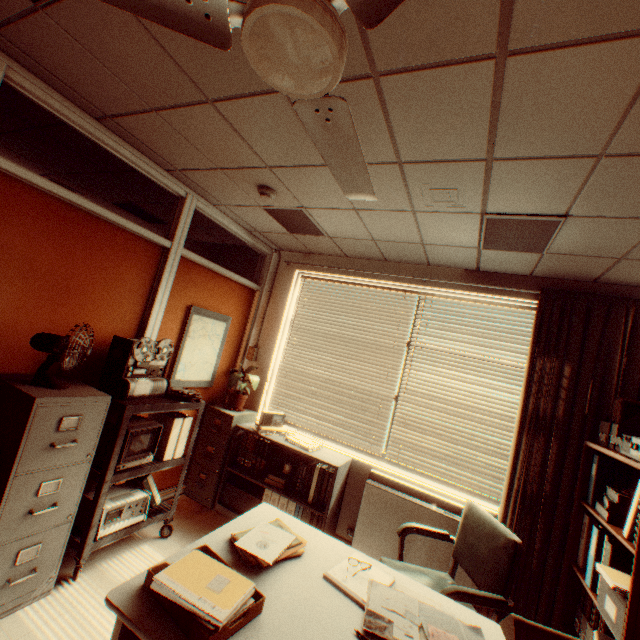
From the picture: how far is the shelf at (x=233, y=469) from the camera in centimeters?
348cm

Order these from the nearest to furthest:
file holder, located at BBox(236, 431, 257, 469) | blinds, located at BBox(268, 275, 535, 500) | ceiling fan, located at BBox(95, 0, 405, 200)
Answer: ceiling fan, located at BBox(95, 0, 405, 200) → blinds, located at BBox(268, 275, 535, 500) → file holder, located at BBox(236, 431, 257, 469)

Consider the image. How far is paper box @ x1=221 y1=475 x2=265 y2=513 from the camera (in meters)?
3.83

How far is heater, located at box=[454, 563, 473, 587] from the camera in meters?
3.0 m

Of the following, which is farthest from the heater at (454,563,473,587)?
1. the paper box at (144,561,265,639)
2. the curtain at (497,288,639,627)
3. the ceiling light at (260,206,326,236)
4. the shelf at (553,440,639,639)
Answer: the ceiling light at (260,206,326,236)

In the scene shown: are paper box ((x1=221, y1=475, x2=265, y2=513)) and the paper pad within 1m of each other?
no

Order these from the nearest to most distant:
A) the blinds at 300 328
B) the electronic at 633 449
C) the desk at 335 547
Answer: the desk at 335 547 → the electronic at 633 449 → the blinds at 300 328

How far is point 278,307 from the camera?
4.7m
